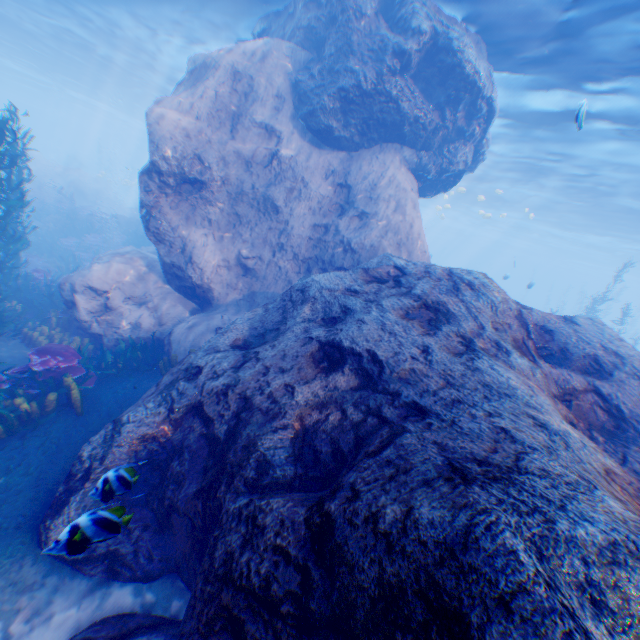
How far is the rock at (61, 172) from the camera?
20.86m

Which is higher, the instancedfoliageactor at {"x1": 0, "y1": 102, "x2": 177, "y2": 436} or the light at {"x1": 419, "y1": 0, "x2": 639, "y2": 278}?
the light at {"x1": 419, "y1": 0, "x2": 639, "y2": 278}

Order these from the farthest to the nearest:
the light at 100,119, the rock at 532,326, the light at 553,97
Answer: the light at 100,119, the light at 553,97, the rock at 532,326

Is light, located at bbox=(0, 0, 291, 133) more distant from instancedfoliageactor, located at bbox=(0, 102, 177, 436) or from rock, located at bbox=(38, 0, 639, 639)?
instancedfoliageactor, located at bbox=(0, 102, 177, 436)

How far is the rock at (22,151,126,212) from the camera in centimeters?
2086cm

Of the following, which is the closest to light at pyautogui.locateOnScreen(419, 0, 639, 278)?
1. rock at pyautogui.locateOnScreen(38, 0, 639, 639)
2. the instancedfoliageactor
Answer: rock at pyautogui.locateOnScreen(38, 0, 639, 639)

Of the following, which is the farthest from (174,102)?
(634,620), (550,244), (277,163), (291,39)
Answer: (550,244)
